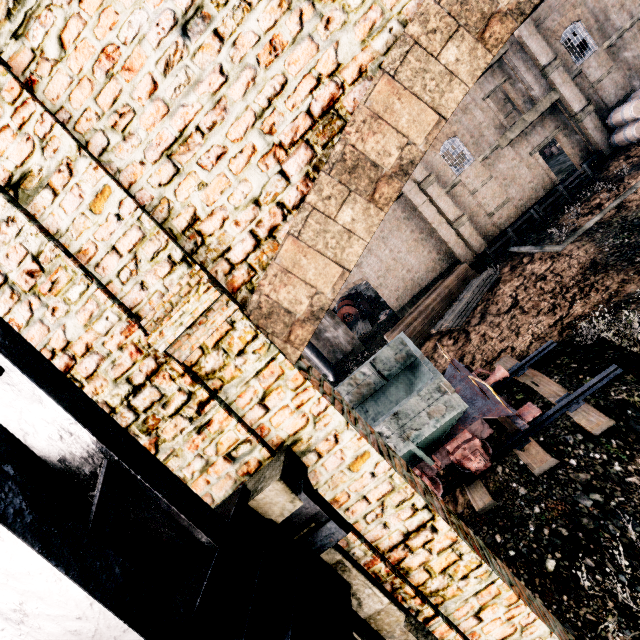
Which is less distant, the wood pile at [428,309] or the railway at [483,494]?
the railway at [483,494]

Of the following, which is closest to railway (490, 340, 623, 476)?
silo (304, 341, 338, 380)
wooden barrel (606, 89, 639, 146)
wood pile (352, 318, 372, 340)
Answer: silo (304, 341, 338, 380)

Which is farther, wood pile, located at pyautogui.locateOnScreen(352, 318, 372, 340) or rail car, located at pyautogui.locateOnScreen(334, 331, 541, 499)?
wood pile, located at pyautogui.locateOnScreen(352, 318, 372, 340)

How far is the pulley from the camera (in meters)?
40.16

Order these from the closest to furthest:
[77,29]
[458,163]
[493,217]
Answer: [77,29] → [493,217] → [458,163]

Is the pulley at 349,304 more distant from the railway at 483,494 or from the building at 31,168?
the railway at 483,494

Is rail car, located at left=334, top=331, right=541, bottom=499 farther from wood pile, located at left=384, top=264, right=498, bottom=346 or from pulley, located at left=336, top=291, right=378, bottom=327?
pulley, located at left=336, top=291, right=378, bottom=327

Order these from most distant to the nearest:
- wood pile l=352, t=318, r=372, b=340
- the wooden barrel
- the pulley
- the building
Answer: the pulley, wood pile l=352, t=318, r=372, b=340, the wooden barrel, the building
